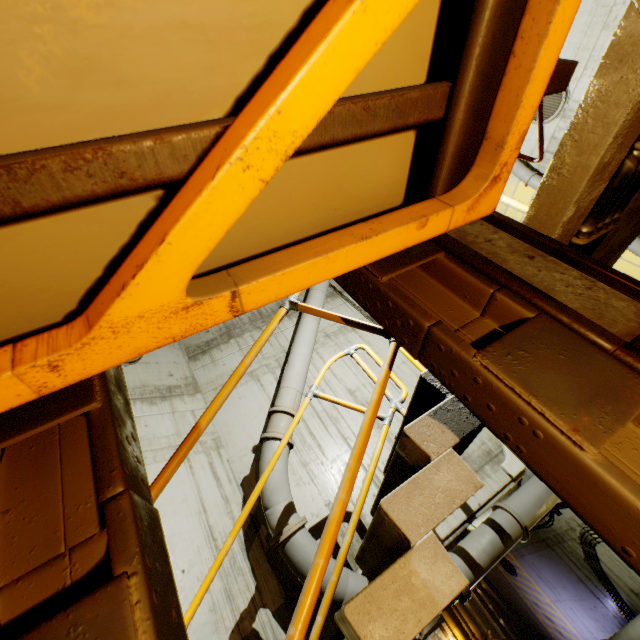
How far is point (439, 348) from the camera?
1.4 meters

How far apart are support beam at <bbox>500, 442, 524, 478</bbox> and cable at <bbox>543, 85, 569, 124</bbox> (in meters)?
6.08

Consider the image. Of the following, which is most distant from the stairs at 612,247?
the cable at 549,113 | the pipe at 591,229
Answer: the cable at 549,113

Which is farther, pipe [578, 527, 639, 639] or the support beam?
pipe [578, 527, 639, 639]

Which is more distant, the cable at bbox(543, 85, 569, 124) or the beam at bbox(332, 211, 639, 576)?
the cable at bbox(543, 85, 569, 124)

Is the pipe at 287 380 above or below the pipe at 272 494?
above

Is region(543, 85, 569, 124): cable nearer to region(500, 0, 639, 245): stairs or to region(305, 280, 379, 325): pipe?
region(305, 280, 379, 325): pipe

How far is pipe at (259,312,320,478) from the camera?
5.7m
